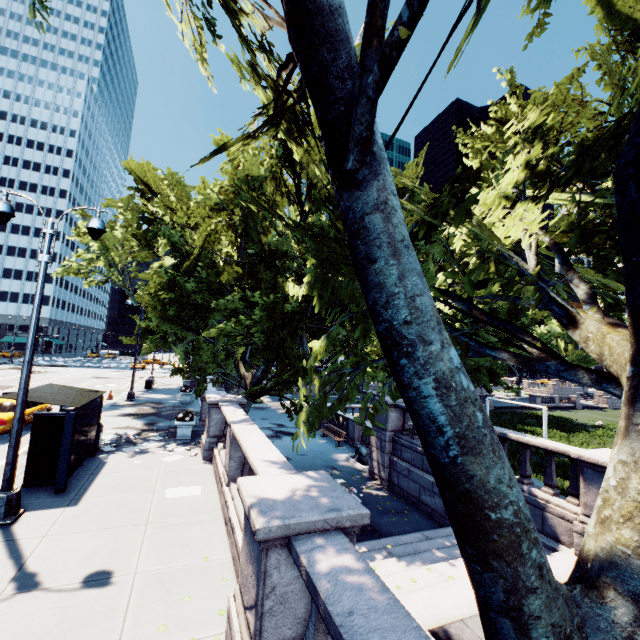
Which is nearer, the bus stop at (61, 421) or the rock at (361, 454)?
the bus stop at (61, 421)

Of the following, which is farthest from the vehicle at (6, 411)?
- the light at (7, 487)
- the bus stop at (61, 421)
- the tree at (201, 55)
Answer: the light at (7, 487)

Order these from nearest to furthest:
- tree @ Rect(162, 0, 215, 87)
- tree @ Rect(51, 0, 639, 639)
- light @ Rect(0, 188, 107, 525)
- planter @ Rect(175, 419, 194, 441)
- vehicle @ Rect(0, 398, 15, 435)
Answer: tree @ Rect(51, 0, 639, 639), tree @ Rect(162, 0, 215, 87), light @ Rect(0, 188, 107, 525), vehicle @ Rect(0, 398, 15, 435), planter @ Rect(175, 419, 194, 441)

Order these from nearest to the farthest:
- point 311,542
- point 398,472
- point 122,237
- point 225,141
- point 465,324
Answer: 1. point 311,542
2. point 465,324
3. point 225,141
4. point 398,472
5. point 122,237

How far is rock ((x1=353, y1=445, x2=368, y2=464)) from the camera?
17.4 meters

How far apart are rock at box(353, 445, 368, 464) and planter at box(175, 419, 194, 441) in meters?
8.8 m

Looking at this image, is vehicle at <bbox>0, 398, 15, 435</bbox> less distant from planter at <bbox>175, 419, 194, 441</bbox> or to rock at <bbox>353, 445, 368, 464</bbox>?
planter at <bbox>175, 419, 194, 441</bbox>

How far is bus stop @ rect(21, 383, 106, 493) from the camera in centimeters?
845cm
